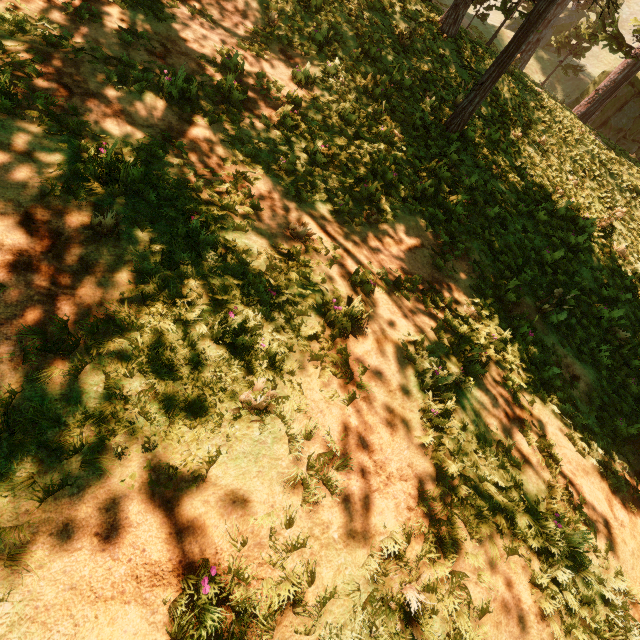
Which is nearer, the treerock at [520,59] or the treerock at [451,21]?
the treerock at [520,59]

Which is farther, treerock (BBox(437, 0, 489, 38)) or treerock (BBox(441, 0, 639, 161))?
treerock (BBox(437, 0, 489, 38))

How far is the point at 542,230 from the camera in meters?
9.8
